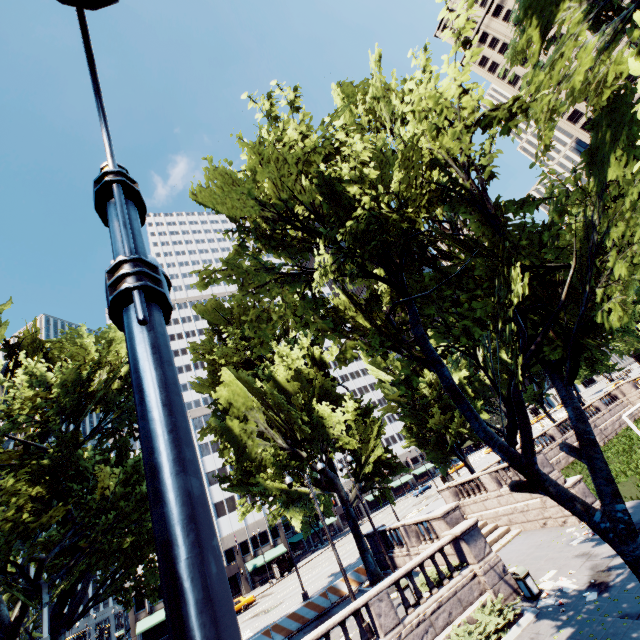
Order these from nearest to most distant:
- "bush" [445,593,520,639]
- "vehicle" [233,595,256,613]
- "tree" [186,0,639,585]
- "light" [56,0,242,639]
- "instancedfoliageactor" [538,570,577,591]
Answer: "light" [56,0,242,639] → "tree" [186,0,639,585] → "bush" [445,593,520,639] → "instancedfoliageactor" [538,570,577,591] → "vehicle" [233,595,256,613]

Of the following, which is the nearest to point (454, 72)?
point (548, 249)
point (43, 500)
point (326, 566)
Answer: point (548, 249)

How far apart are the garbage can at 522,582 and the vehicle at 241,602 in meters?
36.1

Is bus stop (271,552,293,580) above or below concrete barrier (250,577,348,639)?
above

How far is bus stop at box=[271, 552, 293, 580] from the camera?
48.2m

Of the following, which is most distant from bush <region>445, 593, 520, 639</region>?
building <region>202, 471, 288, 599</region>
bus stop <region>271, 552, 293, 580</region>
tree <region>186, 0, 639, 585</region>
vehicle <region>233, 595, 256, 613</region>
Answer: building <region>202, 471, 288, 599</region>

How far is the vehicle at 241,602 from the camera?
37.1m

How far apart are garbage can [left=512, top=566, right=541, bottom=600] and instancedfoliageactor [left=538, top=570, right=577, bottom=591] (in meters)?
0.35
